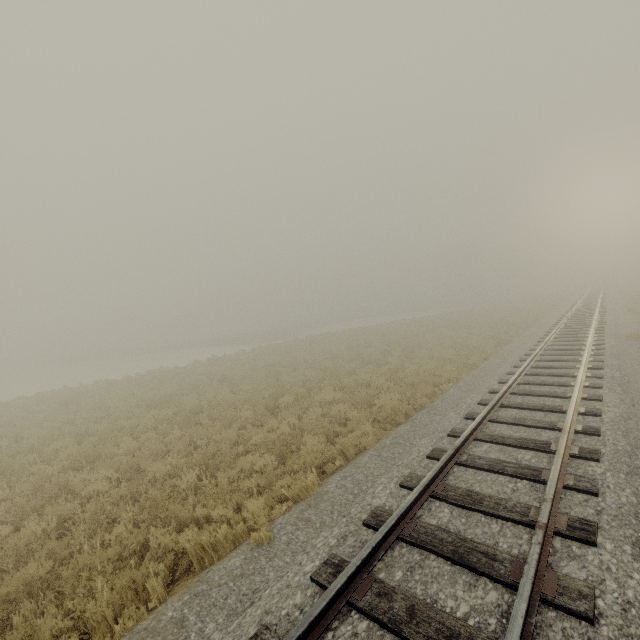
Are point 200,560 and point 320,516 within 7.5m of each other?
yes
